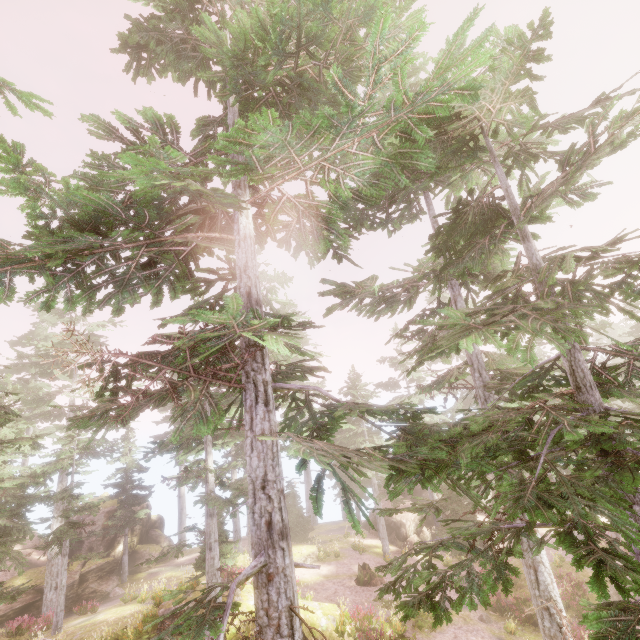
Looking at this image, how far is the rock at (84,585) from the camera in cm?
2275

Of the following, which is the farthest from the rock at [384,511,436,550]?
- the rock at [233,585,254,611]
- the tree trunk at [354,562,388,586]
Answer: the rock at [233,585,254,611]

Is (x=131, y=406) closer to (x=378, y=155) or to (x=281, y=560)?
(x=281, y=560)

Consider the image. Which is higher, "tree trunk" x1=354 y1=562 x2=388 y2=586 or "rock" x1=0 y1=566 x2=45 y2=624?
"rock" x1=0 y1=566 x2=45 y2=624

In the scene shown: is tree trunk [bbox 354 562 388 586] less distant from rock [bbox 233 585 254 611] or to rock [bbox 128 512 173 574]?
rock [bbox 233 585 254 611]

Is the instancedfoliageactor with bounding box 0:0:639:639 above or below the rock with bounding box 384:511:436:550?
above

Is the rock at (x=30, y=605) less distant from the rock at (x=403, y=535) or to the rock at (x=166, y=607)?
the rock at (x=166, y=607)
